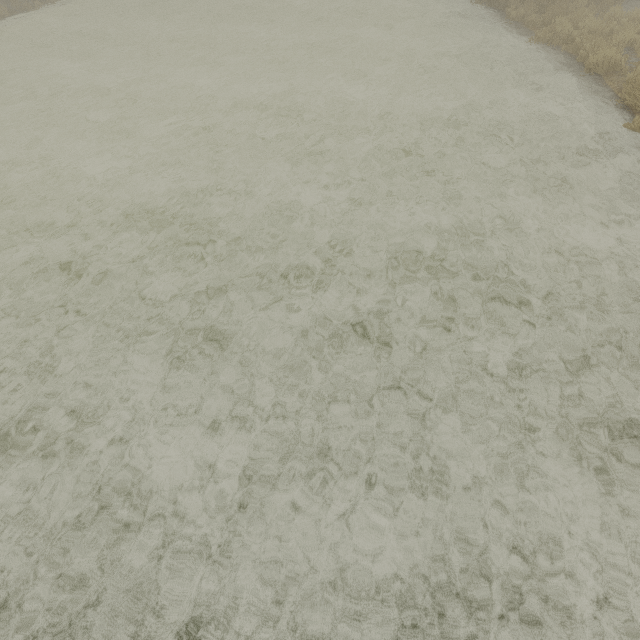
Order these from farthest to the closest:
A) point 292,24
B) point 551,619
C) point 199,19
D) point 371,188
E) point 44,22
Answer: point 44,22 < point 199,19 < point 292,24 < point 371,188 < point 551,619
